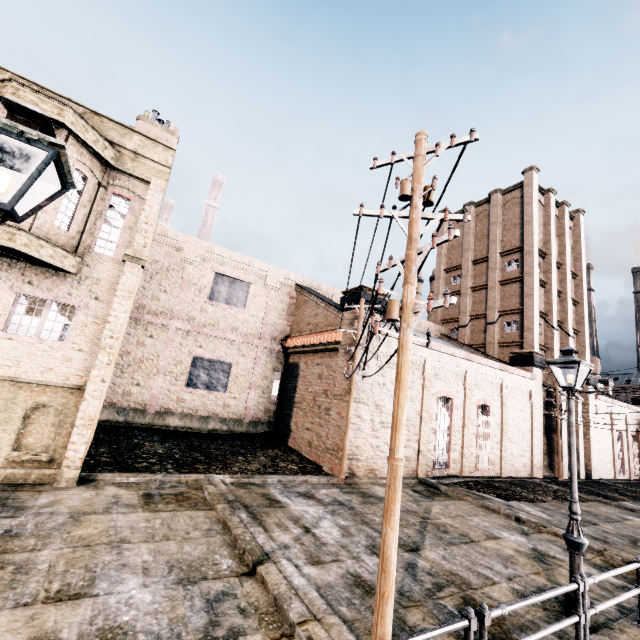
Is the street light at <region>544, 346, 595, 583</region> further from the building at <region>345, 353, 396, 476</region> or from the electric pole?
the building at <region>345, 353, 396, 476</region>

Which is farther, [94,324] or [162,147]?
[162,147]

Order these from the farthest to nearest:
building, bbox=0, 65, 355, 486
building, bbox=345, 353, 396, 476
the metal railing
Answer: building, bbox=345, 353, 396, 476 < building, bbox=0, 65, 355, 486 < the metal railing

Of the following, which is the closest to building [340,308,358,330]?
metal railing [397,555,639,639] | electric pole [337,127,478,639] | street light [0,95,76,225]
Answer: electric pole [337,127,478,639]

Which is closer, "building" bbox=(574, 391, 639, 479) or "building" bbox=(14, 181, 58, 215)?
"building" bbox=(14, 181, 58, 215)

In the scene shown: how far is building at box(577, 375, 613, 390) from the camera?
32.8 meters

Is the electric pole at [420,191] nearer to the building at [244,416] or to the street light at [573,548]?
the building at [244,416]

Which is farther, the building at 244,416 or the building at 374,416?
the building at 374,416
